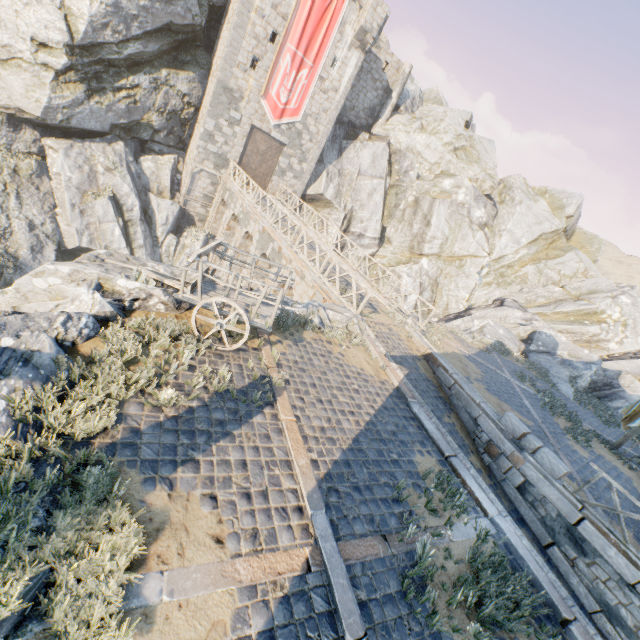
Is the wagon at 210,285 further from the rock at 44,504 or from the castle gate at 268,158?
the castle gate at 268,158

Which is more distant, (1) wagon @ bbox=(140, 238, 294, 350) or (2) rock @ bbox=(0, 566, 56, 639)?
(1) wagon @ bbox=(140, 238, 294, 350)

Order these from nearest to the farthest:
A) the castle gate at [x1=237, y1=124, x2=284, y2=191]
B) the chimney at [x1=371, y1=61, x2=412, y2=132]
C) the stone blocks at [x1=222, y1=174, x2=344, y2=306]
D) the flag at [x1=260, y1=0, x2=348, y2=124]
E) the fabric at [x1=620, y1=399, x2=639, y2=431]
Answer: the fabric at [x1=620, y1=399, x2=639, y2=431] → the stone blocks at [x1=222, y1=174, x2=344, y2=306] → the flag at [x1=260, y1=0, x2=348, y2=124] → the castle gate at [x1=237, y1=124, x2=284, y2=191] → the chimney at [x1=371, y1=61, x2=412, y2=132]

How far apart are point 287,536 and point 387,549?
1.6 meters

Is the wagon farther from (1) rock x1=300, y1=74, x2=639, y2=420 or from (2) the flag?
(2) the flag

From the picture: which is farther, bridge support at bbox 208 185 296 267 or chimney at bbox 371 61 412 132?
chimney at bbox 371 61 412 132

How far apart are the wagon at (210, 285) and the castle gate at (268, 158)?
19.7m

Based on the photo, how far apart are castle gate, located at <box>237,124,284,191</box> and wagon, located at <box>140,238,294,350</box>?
19.7 meters
